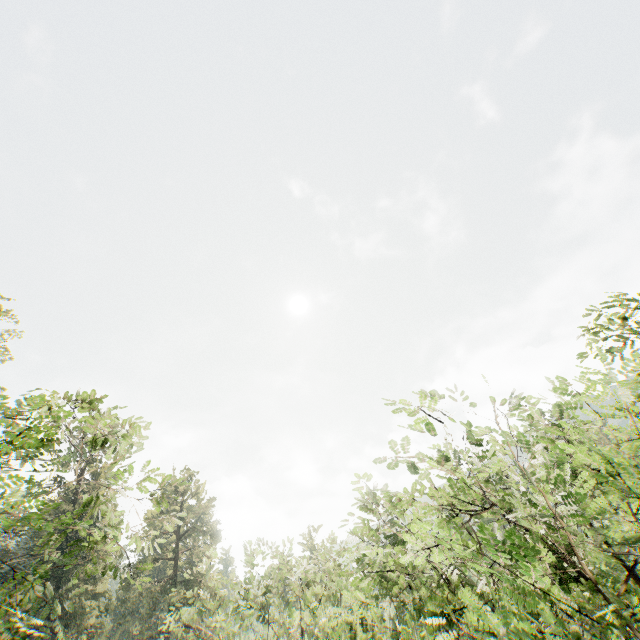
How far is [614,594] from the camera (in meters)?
9.23
